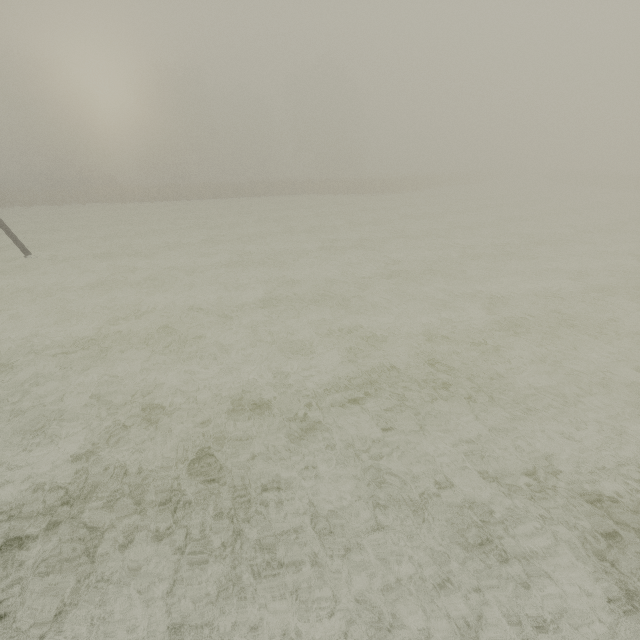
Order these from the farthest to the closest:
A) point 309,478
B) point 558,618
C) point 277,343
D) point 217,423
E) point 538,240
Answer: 1. point 538,240
2. point 277,343
3. point 217,423
4. point 309,478
5. point 558,618
